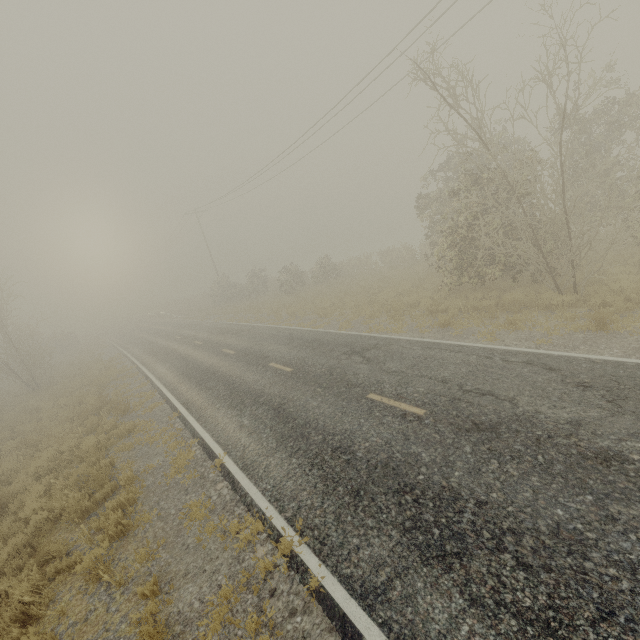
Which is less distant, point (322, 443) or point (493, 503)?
point (493, 503)
